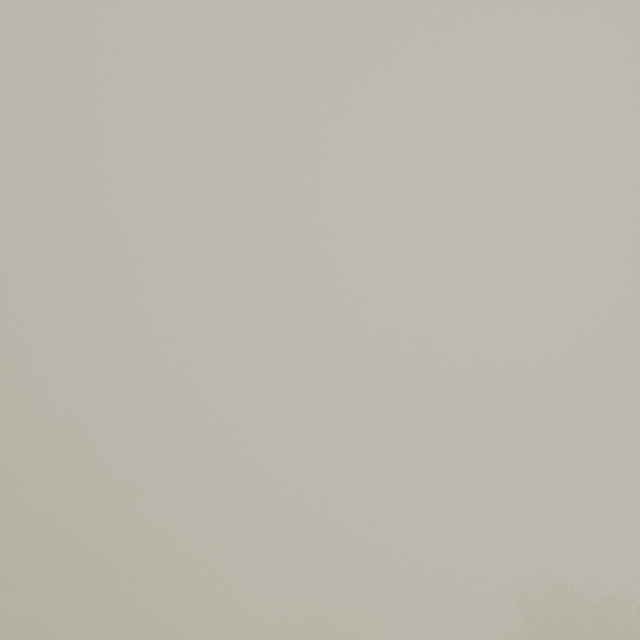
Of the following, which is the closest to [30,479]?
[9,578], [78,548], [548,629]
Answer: [78,548]
